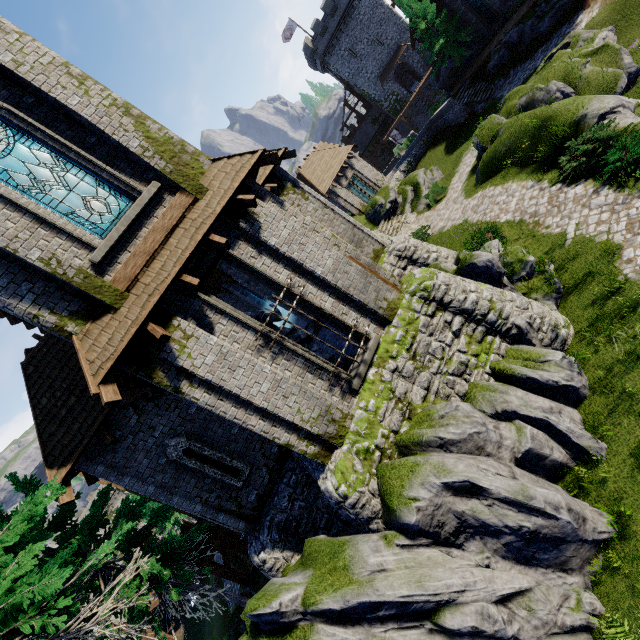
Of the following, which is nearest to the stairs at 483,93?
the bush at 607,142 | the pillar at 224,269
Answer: the bush at 607,142

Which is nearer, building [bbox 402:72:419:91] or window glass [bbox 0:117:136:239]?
window glass [bbox 0:117:136:239]

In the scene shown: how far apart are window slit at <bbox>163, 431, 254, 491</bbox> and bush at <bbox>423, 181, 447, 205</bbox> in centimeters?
2205cm

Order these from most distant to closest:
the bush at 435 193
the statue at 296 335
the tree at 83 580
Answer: the bush at 435 193
the statue at 296 335
the tree at 83 580

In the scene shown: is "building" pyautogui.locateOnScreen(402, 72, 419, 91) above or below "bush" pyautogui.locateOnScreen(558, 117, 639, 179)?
above

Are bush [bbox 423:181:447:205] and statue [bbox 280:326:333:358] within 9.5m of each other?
no

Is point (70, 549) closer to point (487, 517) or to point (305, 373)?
point (305, 373)

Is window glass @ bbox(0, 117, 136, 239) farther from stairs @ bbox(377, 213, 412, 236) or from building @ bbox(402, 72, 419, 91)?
building @ bbox(402, 72, 419, 91)
